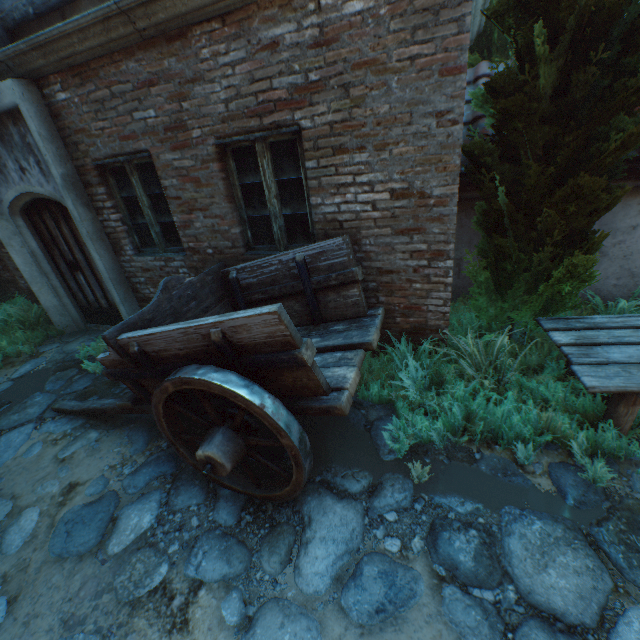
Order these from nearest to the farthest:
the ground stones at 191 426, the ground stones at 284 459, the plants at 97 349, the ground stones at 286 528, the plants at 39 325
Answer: the ground stones at 286 528, the ground stones at 284 459, the ground stones at 191 426, the plants at 97 349, the plants at 39 325

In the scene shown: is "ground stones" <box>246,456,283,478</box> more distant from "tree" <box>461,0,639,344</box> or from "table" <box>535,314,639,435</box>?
"tree" <box>461,0,639,344</box>

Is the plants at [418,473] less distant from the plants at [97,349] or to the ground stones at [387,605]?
the ground stones at [387,605]

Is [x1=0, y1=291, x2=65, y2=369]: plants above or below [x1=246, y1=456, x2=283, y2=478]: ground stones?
above

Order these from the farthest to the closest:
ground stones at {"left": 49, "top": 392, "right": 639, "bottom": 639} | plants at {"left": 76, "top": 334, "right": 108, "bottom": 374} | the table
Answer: plants at {"left": 76, "top": 334, "right": 108, "bottom": 374} → the table → ground stones at {"left": 49, "top": 392, "right": 639, "bottom": 639}

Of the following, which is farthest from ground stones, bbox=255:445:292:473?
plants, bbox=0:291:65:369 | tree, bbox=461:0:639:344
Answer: tree, bbox=461:0:639:344

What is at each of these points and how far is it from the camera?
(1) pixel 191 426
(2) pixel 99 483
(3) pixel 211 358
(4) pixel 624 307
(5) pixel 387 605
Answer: (1) ground stones, 3.68m
(2) ground stones, 3.17m
(3) cart, 2.50m
(4) plants, 3.70m
(5) ground stones, 2.06m

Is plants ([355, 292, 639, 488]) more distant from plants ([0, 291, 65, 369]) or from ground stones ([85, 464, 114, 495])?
plants ([0, 291, 65, 369])
